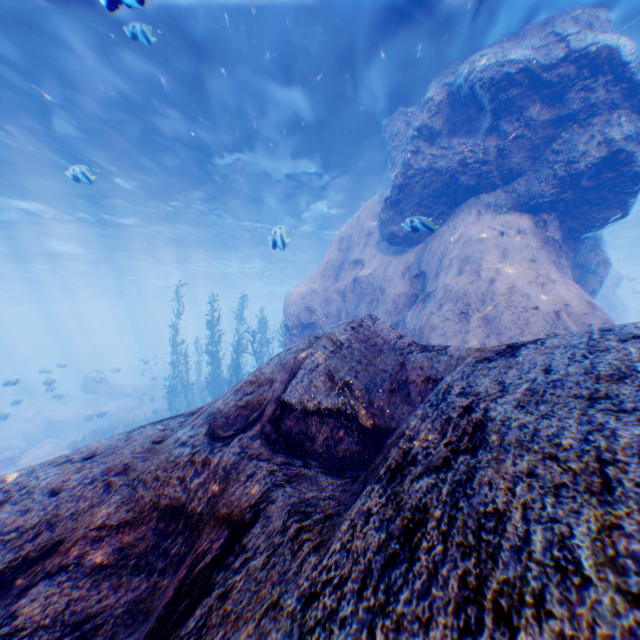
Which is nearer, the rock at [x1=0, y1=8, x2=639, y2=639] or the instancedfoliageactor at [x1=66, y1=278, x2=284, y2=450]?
the rock at [x1=0, y1=8, x2=639, y2=639]

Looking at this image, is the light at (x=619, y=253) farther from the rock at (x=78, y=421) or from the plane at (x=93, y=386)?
the plane at (x=93, y=386)

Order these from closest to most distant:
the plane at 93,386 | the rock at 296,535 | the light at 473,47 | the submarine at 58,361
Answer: the rock at 296,535 → the light at 473,47 → the submarine at 58,361 → the plane at 93,386

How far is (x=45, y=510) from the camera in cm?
230

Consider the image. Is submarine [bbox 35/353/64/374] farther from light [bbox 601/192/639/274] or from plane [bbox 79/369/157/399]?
plane [bbox 79/369/157/399]

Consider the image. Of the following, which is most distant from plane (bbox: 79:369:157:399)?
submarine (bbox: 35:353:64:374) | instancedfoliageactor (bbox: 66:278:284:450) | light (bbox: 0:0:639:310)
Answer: submarine (bbox: 35:353:64:374)

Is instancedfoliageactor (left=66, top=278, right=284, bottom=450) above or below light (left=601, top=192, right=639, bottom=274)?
below

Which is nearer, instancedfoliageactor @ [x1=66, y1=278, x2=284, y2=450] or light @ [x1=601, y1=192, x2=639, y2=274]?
instancedfoliageactor @ [x1=66, y1=278, x2=284, y2=450]
